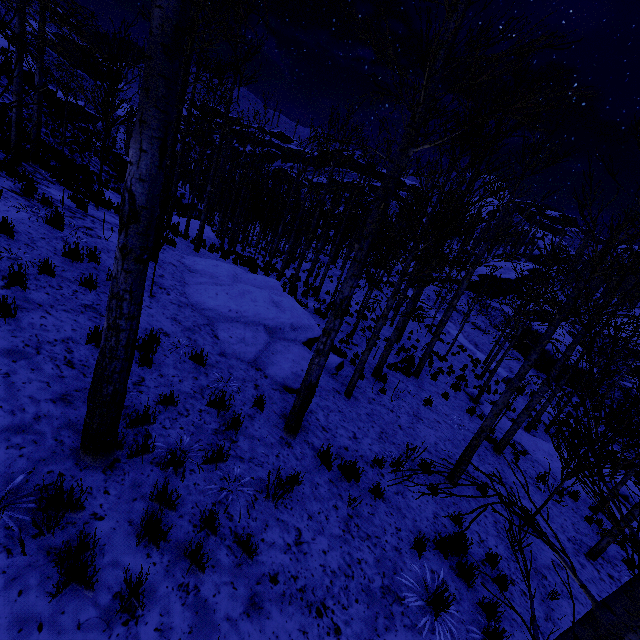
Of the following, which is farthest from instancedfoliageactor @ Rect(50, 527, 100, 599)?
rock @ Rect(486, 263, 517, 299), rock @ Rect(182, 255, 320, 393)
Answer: rock @ Rect(486, 263, 517, 299)

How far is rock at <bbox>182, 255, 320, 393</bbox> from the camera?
7.2 meters

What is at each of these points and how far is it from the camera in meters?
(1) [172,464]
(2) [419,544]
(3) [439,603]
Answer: (1) instancedfoliageactor, 3.8
(2) instancedfoliageactor, 5.1
(3) instancedfoliageactor, 4.3

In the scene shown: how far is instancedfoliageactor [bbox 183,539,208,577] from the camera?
3.1 meters

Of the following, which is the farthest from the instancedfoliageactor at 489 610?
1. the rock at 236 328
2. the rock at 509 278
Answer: the rock at 509 278

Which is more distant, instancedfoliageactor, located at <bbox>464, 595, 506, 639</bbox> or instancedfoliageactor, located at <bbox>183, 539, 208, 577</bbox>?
instancedfoliageactor, located at <bbox>464, 595, 506, 639</bbox>

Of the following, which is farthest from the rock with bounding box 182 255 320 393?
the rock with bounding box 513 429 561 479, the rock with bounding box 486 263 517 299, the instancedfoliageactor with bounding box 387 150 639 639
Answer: the rock with bounding box 486 263 517 299

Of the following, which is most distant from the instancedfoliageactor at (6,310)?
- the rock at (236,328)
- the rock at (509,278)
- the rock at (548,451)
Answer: the rock at (509,278)
